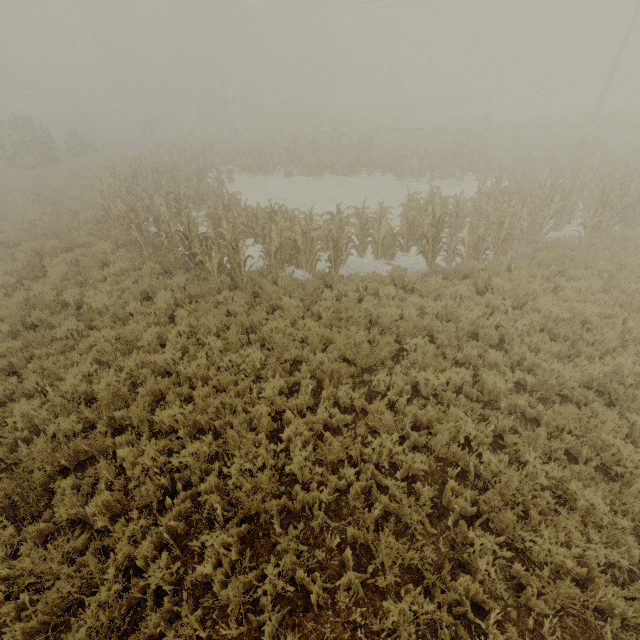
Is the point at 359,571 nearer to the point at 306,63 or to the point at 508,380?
the point at 508,380
